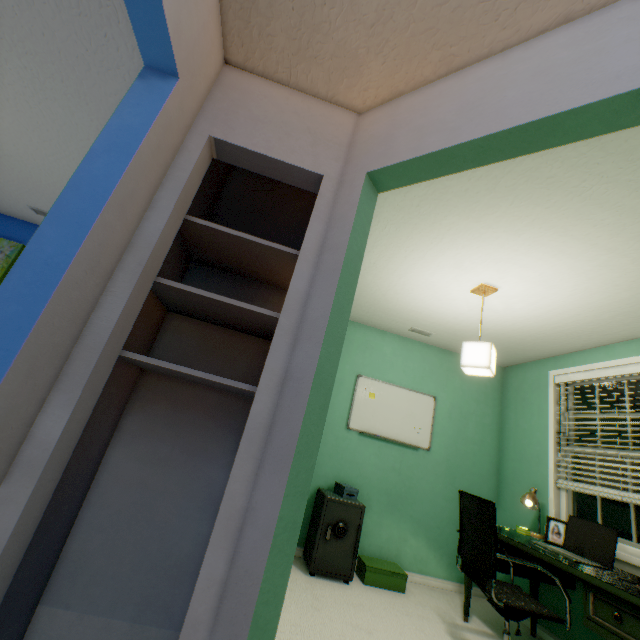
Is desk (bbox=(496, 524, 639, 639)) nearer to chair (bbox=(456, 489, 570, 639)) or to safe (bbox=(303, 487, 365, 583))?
chair (bbox=(456, 489, 570, 639))

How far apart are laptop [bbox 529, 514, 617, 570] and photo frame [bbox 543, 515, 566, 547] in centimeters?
13cm

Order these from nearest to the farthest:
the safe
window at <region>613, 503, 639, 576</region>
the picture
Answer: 1. window at <region>613, 503, 639, 576</region>
2. the safe
3. the picture

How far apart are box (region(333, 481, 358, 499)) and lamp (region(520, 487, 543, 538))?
1.5m

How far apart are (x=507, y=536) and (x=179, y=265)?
3.0m

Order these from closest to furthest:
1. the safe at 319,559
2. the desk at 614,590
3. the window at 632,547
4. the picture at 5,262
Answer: the desk at 614,590 → the window at 632,547 → the safe at 319,559 → the picture at 5,262

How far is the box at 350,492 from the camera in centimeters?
307cm

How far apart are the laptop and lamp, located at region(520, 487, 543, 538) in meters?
0.3 m
